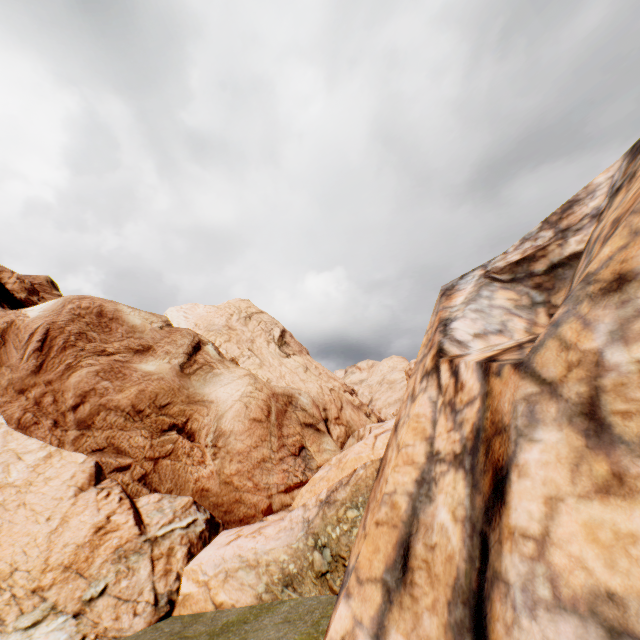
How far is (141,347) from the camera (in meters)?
17.11
